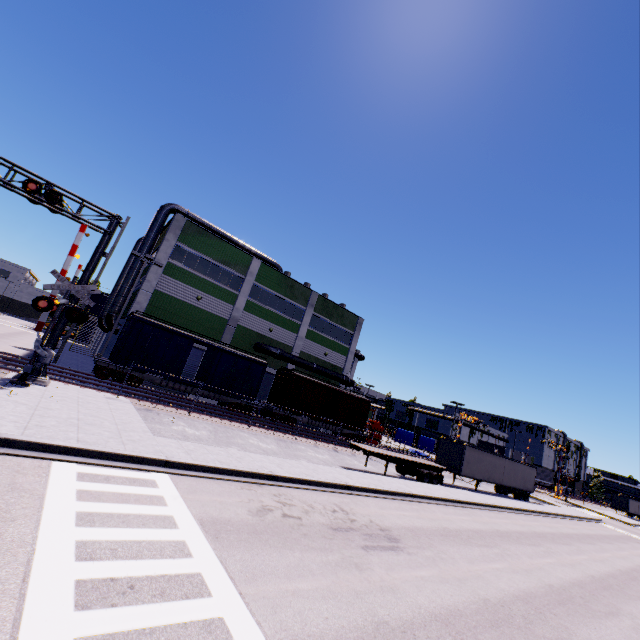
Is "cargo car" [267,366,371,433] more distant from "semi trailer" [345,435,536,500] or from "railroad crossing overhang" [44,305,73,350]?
"railroad crossing overhang" [44,305,73,350]

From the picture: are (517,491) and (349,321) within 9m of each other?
no

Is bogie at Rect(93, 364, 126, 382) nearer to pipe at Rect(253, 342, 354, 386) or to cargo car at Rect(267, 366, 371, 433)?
cargo car at Rect(267, 366, 371, 433)

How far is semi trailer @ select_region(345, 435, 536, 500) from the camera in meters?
23.5 m

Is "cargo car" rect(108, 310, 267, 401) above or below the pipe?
below

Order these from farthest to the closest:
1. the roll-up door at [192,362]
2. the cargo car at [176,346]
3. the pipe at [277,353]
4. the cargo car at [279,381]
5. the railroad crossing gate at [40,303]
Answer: the pipe at [277,353], the cargo car at [279,381], the roll-up door at [192,362], the cargo car at [176,346], the railroad crossing gate at [40,303]

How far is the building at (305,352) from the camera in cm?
2816

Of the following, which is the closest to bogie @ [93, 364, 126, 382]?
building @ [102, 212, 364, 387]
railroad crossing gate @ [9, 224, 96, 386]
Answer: building @ [102, 212, 364, 387]
